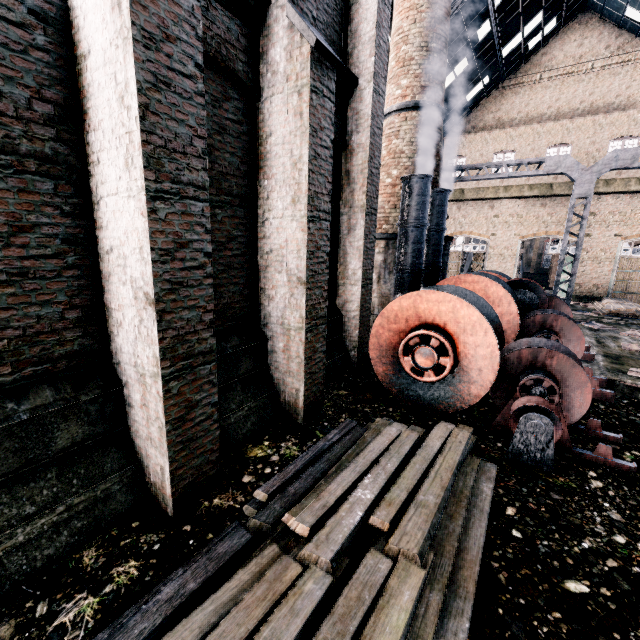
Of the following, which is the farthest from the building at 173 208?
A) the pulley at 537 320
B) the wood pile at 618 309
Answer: the pulley at 537 320

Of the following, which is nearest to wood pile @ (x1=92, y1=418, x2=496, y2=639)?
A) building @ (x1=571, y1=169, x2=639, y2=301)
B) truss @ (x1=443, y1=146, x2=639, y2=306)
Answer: truss @ (x1=443, y1=146, x2=639, y2=306)

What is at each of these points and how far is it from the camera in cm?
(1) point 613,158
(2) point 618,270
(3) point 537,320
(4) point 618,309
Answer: (1) truss, 1327
(2) door, 2445
(3) pulley, 920
(4) wood pile, 1936

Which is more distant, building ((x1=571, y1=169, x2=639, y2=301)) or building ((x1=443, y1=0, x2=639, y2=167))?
building ((x1=571, y1=169, x2=639, y2=301))

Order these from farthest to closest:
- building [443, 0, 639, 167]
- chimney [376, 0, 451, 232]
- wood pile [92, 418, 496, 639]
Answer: building [443, 0, 639, 167], chimney [376, 0, 451, 232], wood pile [92, 418, 496, 639]

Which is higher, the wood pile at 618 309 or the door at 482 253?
the door at 482 253

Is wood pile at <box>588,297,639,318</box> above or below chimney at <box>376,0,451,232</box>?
below

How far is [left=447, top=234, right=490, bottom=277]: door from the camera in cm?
2912
